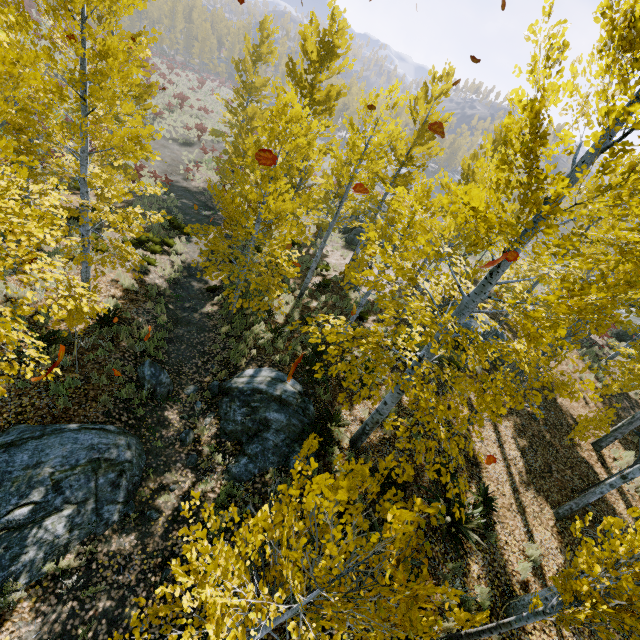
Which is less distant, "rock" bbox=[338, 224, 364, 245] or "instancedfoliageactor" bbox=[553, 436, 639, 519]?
"instancedfoliageactor" bbox=[553, 436, 639, 519]

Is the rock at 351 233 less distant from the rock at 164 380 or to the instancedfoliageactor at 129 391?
the instancedfoliageactor at 129 391

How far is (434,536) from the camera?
7.29m

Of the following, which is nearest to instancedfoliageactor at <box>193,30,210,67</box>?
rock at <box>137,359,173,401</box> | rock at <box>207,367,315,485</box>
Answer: rock at <box>207,367,315,485</box>

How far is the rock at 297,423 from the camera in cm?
770

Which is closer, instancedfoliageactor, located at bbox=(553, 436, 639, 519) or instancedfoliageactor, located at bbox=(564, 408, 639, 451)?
instancedfoliageactor, located at bbox=(553, 436, 639, 519)

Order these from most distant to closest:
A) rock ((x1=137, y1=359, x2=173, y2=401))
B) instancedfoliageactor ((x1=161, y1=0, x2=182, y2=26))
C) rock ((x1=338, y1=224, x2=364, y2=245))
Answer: instancedfoliageactor ((x1=161, y1=0, x2=182, y2=26)) → rock ((x1=338, y1=224, x2=364, y2=245)) → rock ((x1=137, y1=359, x2=173, y2=401))

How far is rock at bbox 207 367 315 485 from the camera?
7.7m
